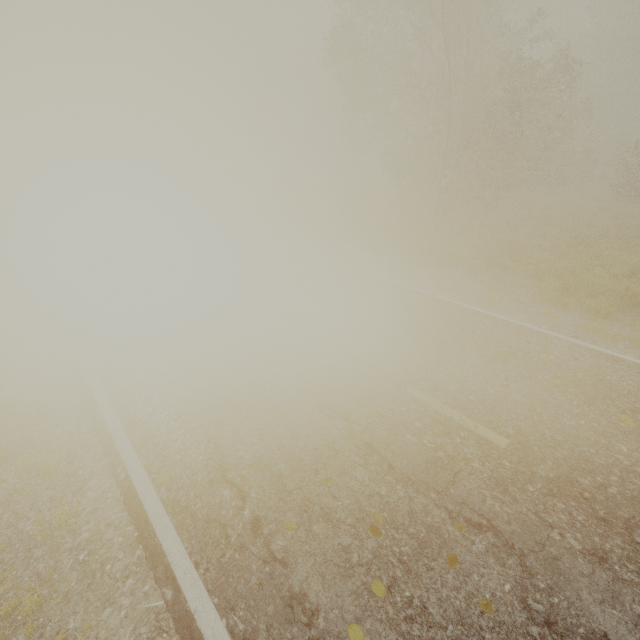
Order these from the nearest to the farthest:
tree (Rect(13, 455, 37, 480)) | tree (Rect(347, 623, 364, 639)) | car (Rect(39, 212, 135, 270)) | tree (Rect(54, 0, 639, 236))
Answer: tree (Rect(347, 623, 364, 639)) → tree (Rect(13, 455, 37, 480)) → car (Rect(39, 212, 135, 270)) → tree (Rect(54, 0, 639, 236))

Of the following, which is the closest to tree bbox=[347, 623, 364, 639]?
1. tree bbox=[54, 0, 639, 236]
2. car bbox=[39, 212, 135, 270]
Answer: tree bbox=[54, 0, 639, 236]

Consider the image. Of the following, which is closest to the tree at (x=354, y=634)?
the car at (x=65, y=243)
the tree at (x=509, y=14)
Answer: the tree at (x=509, y=14)

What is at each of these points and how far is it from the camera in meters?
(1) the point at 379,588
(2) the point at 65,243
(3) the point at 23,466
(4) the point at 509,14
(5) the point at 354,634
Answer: (1) tree, 2.9 m
(2) car, 10.1 m
(3) tree, 4.4 m
(4) tree, 27.0 m
(5) tree, 2.7 m

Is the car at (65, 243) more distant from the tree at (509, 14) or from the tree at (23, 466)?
the tree at (509, 14)

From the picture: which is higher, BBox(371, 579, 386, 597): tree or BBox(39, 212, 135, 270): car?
BBox(39, 212, 135, 270): car

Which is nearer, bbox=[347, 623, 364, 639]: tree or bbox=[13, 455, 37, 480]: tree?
bbox=[347, 623, 364, 639]: tree

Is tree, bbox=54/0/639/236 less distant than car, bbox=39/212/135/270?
No
